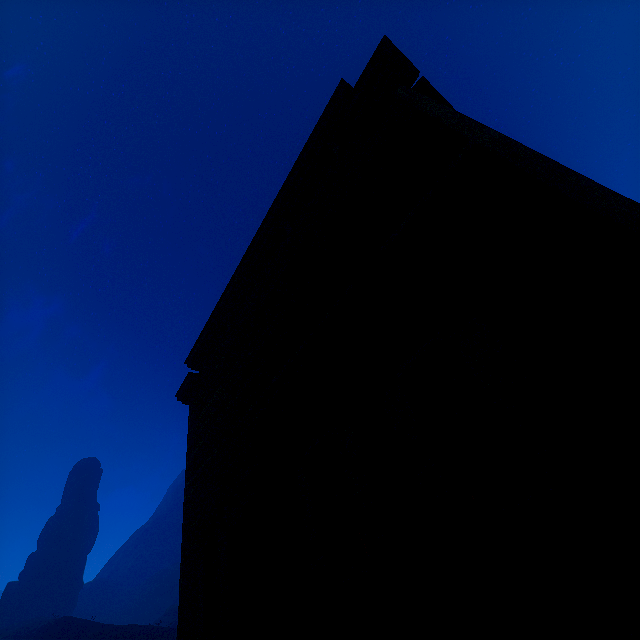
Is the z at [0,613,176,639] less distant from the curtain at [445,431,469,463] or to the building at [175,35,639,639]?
the building at [175,35,639,639]

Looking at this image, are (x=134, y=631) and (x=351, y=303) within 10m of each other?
no

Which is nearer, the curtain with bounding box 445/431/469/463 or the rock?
the curtain with bounding box 445/431/469/463

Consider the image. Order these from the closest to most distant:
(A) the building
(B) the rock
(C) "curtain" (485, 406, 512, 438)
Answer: (A) the building → (C) "curtain" (485, 406, 512, 438) → (B) the rock

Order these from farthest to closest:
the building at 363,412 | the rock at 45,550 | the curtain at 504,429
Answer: the rock at 45,550, the curtain at 504,429, the building at 363,412

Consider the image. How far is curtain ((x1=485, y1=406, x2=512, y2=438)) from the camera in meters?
2.8

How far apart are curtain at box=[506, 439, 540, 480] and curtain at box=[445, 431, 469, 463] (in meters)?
0.37

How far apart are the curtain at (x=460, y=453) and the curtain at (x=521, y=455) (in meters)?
0.37
